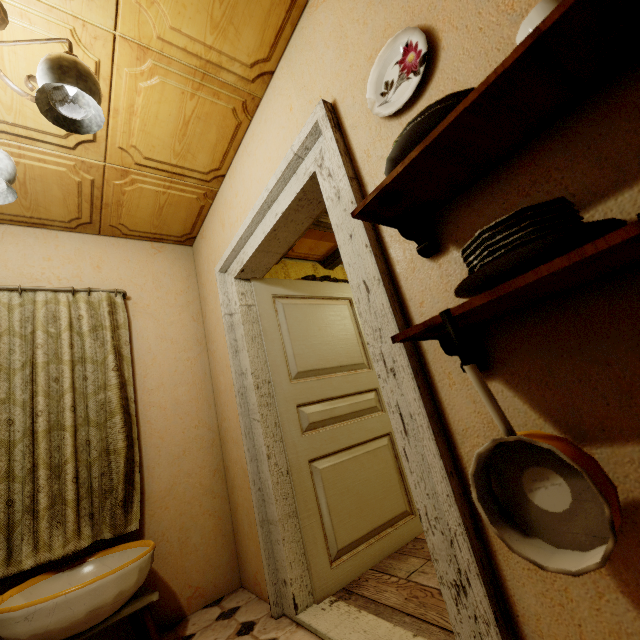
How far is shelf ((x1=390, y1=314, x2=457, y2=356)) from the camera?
0.7m

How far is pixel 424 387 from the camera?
1.1m

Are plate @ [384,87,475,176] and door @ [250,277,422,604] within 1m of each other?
no

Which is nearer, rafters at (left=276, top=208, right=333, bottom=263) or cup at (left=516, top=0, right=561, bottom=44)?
cup at (left=516, top=0, right=561, bottom=44)

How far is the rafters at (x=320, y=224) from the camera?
3.1m

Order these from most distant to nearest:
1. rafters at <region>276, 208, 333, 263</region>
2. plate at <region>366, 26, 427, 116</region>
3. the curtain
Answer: rafters at <region>276, 208, 333, 263</region> < the curtain < plate at <region>366, 26, 427, 116</region>

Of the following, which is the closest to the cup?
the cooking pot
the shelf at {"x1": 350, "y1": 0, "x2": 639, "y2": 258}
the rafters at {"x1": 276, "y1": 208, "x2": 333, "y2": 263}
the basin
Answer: the shelf at {"x1": 350, "y1": 0, "x2": 639, "y2": 258}

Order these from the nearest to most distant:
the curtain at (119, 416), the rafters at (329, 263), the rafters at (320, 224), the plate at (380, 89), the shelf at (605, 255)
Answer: the shelf at (605, 255), the plate at (380, 89), the curtain at (119, 416), the rafters at (320, 224), the rafters at (329, 263)
